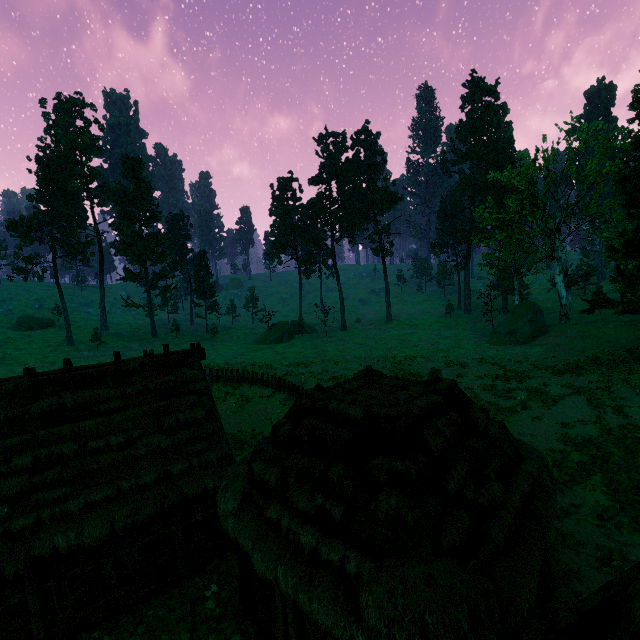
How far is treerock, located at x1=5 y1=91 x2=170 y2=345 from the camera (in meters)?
49.38

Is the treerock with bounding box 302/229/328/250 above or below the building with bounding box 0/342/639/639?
above

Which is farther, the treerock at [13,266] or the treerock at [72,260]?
the treerock at [72,260]

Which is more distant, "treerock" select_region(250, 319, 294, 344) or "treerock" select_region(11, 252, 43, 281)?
"treerock" select_region(250, 319, 294, 344)

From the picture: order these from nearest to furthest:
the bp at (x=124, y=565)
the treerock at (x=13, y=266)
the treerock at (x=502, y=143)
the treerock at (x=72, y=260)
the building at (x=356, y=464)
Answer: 1. the building at (x=356, y=464)
2. the bp at (x=124, y=565)
3. the treerock at (x=502, y=143)
4. the treerock at (x=13, y=266)
5. the treerock at (x=72, y=260)

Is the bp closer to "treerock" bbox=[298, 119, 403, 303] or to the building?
the building

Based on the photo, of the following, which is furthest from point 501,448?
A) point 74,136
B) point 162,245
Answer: point 74,136
